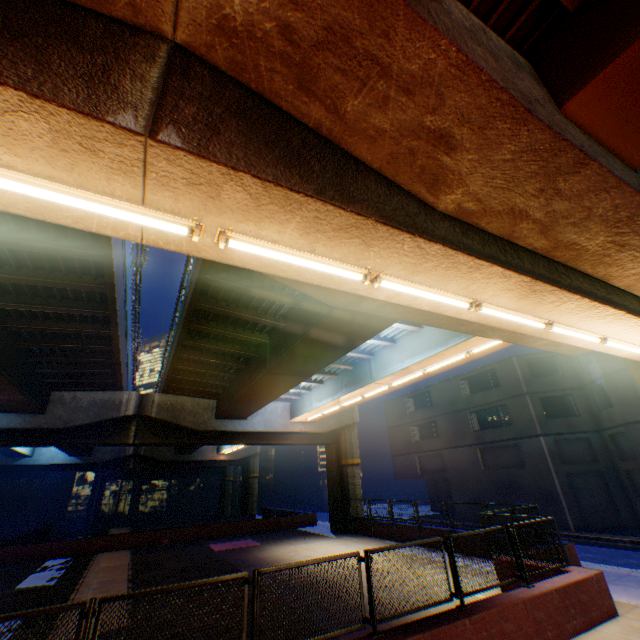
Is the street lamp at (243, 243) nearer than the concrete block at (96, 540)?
Yes

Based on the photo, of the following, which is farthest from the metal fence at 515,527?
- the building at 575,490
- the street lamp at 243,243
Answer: the building at 575,490

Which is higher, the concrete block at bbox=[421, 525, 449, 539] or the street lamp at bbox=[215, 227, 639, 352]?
the street lamp at bbox=[215, 227, 639, 352]

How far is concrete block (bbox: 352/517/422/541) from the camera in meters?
18.4

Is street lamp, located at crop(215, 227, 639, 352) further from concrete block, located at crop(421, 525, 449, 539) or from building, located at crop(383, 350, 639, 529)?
building, located at crop(383, 350, 639, 529)

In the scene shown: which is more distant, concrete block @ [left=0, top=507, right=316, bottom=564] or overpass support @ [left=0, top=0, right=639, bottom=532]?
concrete block @ [left=0, top=507, right=316, bottom=564]

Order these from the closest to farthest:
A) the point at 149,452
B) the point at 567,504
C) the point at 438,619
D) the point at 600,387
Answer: the point at 438,619
the point at 567,504
the point at 600,387
the point at 149,452
